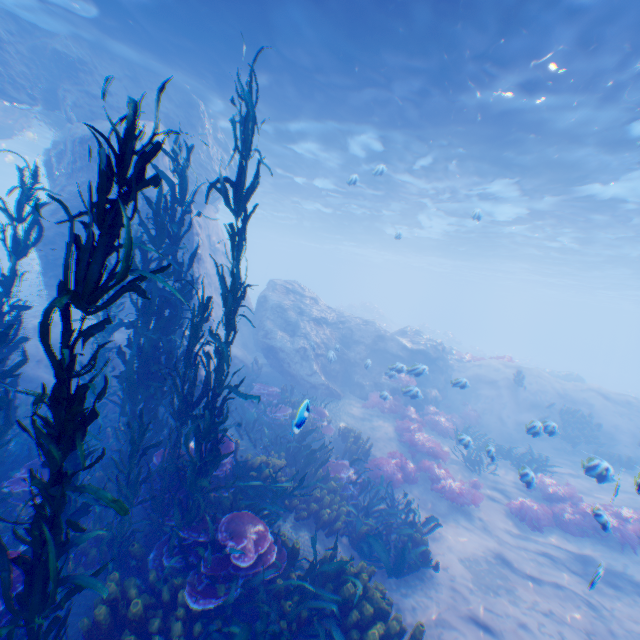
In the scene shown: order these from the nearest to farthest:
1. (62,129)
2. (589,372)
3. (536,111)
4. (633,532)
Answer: (633,532), (536,111), (62,129), (589,372)

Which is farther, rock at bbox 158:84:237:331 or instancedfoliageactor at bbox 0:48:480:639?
rock at bbox 158:84:237:331

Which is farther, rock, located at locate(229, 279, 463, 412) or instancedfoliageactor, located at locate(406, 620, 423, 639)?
rock, located at locate(229, 279, 463, 412)

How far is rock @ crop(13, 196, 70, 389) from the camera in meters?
9.7 m

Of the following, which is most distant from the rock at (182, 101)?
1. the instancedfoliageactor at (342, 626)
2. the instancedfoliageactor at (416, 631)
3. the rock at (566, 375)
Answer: the rock at (566, 375)

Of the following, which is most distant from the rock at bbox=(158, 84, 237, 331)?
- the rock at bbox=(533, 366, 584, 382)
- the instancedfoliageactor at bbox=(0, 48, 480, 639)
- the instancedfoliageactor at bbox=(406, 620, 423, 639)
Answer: the rock at bbox=(533, 366, 584, 382)

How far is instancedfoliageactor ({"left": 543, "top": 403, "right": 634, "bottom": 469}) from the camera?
13.7 meters

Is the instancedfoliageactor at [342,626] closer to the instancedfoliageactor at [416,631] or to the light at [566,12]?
the instancedfoliageactor at [416,631]
